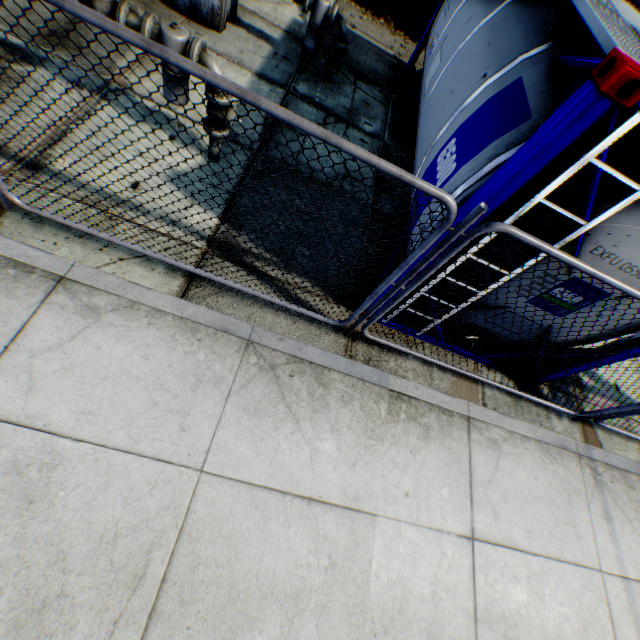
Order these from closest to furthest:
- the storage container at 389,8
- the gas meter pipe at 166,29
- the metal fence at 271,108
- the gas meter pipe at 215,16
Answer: the metal fence at 271,108 → the gas meter pipe at 166,29 → the gas meter pipe at 215,16 → the storage container at 389,8

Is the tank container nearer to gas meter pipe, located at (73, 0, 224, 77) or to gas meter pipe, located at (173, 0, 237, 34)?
gas meter pipe, located at (173, 0, 237, 34)

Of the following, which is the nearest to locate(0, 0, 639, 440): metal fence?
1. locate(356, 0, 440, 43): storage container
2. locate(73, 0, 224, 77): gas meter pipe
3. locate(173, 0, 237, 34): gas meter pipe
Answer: locate(356, 0, 440, 43): storage container

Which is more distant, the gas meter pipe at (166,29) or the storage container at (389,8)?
the storage container at (389,8)

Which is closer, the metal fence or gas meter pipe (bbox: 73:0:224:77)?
the metal fence

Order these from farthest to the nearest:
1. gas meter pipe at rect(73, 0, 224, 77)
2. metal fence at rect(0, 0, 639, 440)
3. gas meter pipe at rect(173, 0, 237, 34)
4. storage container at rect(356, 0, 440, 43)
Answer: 1. storage container at rect(356, 0, 440, 43)
2. gas meter pipe at rect(173, 0, 237, 34)
3. gas meter pipe at rect(73, 0, 224, 77)
4. metal fence at rect(0, 0, 639, 440)

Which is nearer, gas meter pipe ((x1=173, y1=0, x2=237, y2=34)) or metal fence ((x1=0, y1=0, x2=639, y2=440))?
metal fence ((x1=0, y1=0, x2=639, y2=440))

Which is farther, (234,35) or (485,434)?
(234,35)
